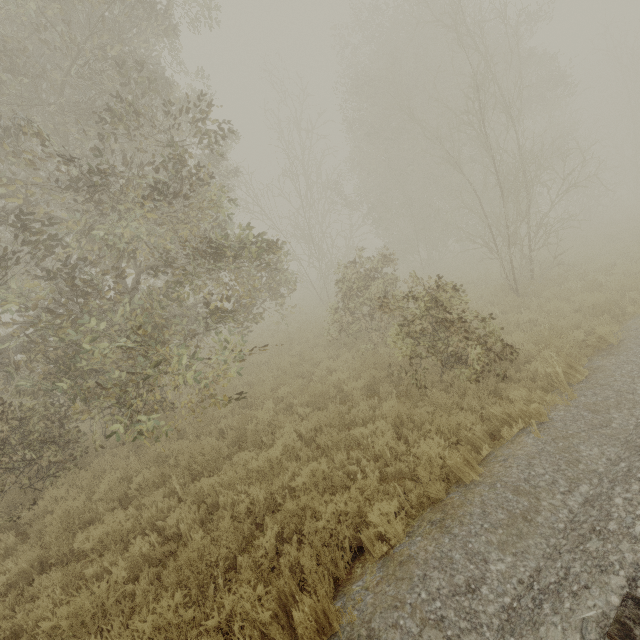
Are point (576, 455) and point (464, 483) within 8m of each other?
yes
